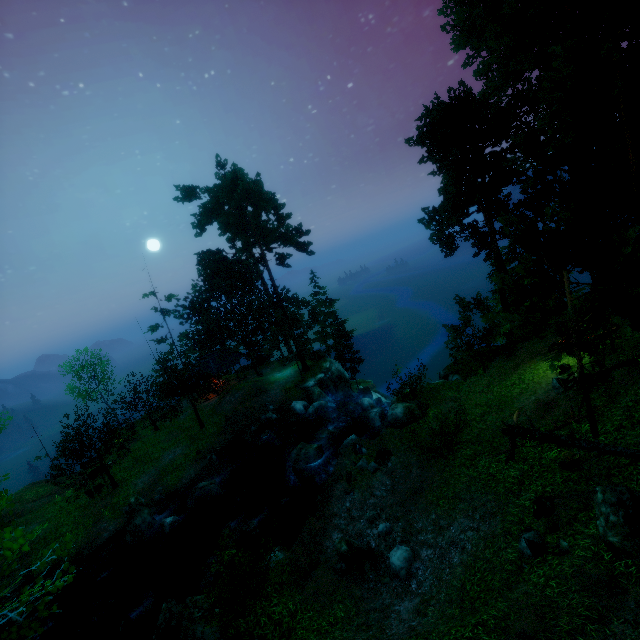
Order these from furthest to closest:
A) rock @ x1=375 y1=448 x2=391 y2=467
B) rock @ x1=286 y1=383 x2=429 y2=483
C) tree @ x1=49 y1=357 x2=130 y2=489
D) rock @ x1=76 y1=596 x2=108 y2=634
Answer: tree @ x1=49 y1=357 x2=130 y2=489, rock @ x1=286 y1=383 x2=429 y2=483, rock @ x1=76 y1=596 x2=108 y2=634, rock @ x1=375 y1=448 x2=391 y2=467

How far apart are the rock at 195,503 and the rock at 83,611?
4.81m

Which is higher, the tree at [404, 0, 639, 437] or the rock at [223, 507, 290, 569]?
the tree at [404, 0, 639, 437]

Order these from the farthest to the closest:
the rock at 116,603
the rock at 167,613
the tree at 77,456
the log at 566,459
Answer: the tree at 77,456, the rock at 116,603, the rock at 167,613, the log at 566,459

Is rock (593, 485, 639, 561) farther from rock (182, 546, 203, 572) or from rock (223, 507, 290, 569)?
rock (182, 546, 203, 572)

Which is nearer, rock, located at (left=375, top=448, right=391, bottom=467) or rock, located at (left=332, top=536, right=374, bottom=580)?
rock, located at (left=332, top=536, right=374, bottom=580)

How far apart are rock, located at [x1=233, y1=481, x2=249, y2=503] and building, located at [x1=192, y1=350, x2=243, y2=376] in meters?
14.1 m

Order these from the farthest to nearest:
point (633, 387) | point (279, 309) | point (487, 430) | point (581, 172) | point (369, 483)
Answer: point (279, 309) < point (487, 430) < point (369, 483) < point (581, 172) < point (633, 387)
